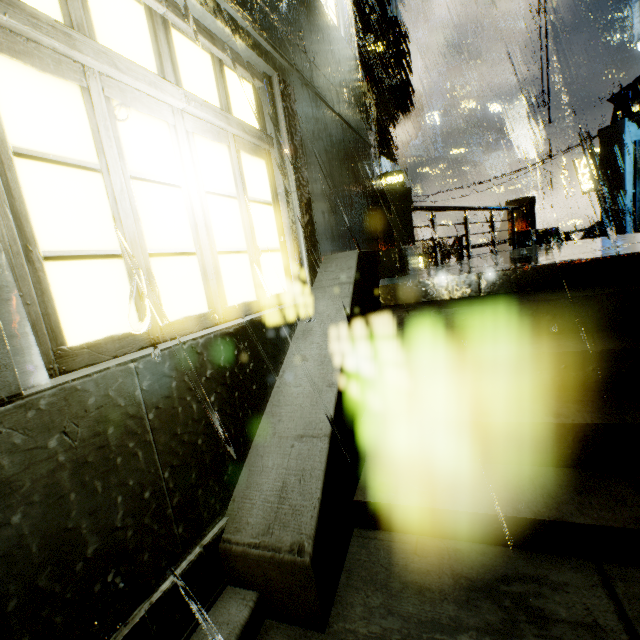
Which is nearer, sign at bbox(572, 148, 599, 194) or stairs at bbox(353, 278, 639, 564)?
stairs at bbox(353, 278, 639, 564)

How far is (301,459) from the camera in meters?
2.0

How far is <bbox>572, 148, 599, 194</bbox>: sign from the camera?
19.9m

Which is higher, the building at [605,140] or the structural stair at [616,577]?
the building at [605,140]

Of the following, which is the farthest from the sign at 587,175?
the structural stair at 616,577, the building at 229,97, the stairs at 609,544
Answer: the stairs at 609,544

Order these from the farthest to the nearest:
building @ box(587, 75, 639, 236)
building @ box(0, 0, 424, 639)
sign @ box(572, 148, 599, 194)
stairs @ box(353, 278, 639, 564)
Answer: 1. sign @ box(572, 148, 599, 194)
2. building @ box(587, 75, 639, 236)
3. stairs @ box(353, 278, 639, 564)
4. building @ box(0, 0, 424, 639)

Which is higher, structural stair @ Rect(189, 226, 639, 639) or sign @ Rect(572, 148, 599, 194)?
sign @ Rect(572, 148, 599, 194)

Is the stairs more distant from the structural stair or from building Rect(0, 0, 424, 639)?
building Rect(0, 0, 424, 639)
